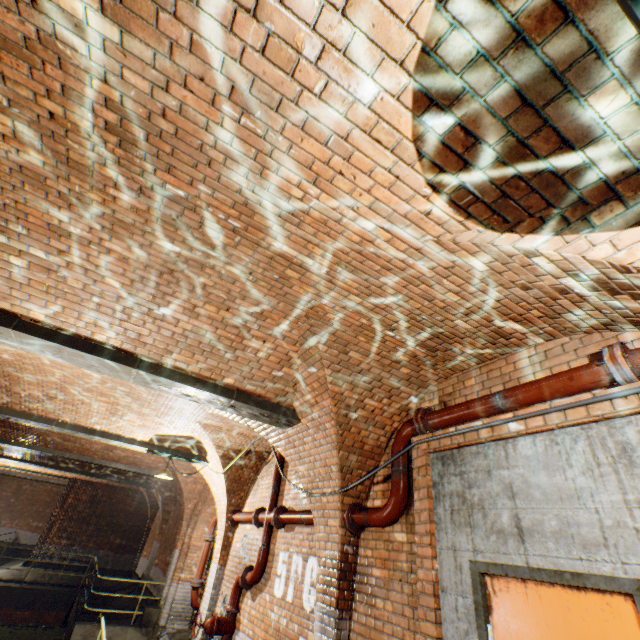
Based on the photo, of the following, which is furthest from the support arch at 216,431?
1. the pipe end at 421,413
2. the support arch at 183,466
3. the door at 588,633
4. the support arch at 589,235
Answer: the support arch at 589,235

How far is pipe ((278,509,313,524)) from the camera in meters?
5.2 m

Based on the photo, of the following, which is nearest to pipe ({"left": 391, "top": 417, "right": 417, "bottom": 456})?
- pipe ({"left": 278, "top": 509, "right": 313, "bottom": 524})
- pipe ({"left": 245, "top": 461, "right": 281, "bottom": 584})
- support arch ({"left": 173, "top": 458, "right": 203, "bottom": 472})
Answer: pipe ({"left": 278, "top": 509, "right": 313, "bottom": 524})

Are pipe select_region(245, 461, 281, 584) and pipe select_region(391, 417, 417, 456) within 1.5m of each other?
no

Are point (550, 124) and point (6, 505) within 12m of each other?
A: no

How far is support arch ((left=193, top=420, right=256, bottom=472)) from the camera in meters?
→ 7.2 m

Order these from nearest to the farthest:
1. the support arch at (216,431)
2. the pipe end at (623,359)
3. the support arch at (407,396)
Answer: the pipe end at (623,359), the support arch at (407,396), the support arch at (216,431)

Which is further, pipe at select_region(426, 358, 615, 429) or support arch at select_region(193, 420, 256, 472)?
support arch at select_region(193, 420, 256, 472)
